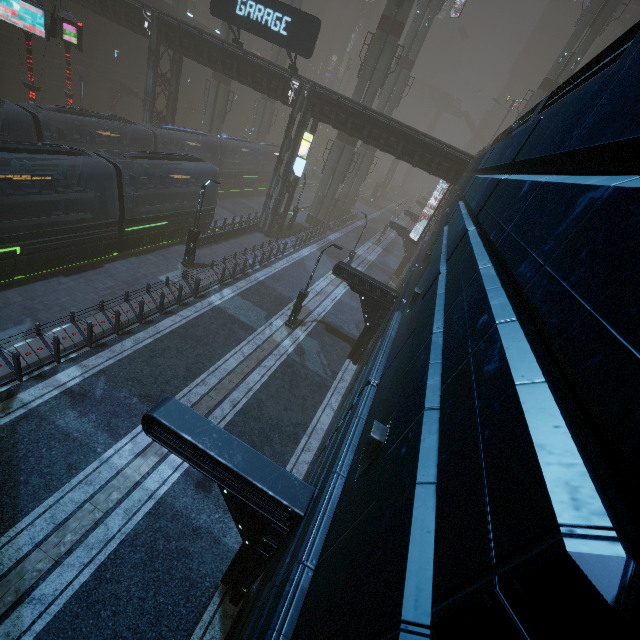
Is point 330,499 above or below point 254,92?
below

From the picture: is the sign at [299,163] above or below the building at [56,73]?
above

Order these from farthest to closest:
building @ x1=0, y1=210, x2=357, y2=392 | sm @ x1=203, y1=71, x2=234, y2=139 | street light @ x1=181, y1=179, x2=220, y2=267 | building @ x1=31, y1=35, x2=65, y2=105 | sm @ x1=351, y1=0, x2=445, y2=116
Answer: sm @ x1=203, y1=71, x2=234, y2=139
building @ x1=31, y1=35, x2=65, y2=105
sm @ x1=351, y1=0, x2=445, y2=116
street light @ x1=181, y1=179, x2=220, y2=267
building @ x1=0, y1=210, x2=357, y2=392

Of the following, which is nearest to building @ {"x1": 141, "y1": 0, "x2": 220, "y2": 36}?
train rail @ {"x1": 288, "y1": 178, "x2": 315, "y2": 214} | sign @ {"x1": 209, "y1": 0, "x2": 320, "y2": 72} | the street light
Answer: train rail @ {"x1": 288, "y1": 178, "x2": 315, "y2": 214}

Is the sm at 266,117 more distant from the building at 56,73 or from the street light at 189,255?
the street light at 189,255

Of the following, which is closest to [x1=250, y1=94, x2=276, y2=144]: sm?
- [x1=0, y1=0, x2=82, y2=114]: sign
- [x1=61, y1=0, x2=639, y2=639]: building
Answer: [x1=61, y1=0, x2=639, y2=639]: building

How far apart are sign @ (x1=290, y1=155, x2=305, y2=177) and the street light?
10.21m

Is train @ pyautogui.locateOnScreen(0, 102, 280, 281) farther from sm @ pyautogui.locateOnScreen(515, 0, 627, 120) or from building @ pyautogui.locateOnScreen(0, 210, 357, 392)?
sm @ pyautogui.locateOnScreen(515, 0, 627, 120)
